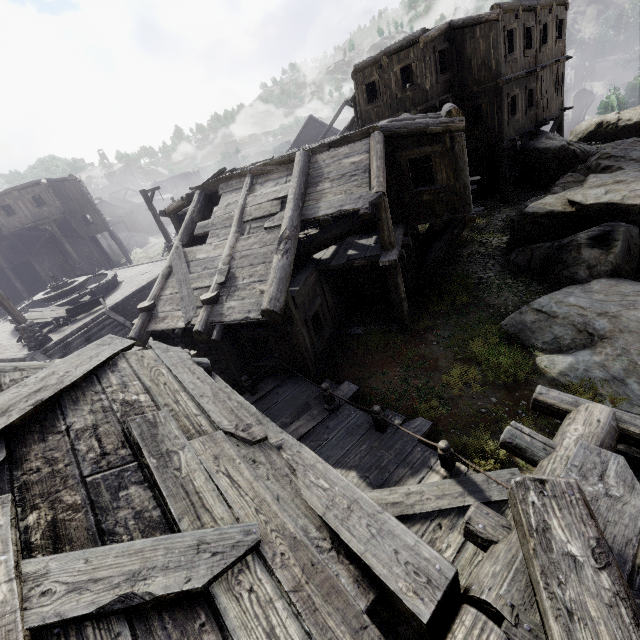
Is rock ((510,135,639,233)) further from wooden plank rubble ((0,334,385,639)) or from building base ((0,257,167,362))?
building base ((0,257,167,362))

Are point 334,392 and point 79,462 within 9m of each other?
yes

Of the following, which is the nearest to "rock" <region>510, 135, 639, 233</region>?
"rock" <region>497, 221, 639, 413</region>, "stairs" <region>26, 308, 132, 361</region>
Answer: "rock" <region>497, 221, 639, 413</region>

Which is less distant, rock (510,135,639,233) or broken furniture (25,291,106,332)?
rock (510,135,639,233)

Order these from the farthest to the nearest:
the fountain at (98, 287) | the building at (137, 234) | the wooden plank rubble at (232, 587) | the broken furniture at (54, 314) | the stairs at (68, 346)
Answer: the building at (137, 234), the fountain at (98, 287), the broken furniture at (54, 314), the stairs at (68, 346), the wooden plank rubble at (232, 587)

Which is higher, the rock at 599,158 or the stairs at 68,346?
the rock at 599,158

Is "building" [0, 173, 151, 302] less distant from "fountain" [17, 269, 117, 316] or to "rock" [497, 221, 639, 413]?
"rock" [497, 221, 639, 413]

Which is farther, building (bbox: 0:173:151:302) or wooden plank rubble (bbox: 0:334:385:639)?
building (bbox: 0:173:151:302)
